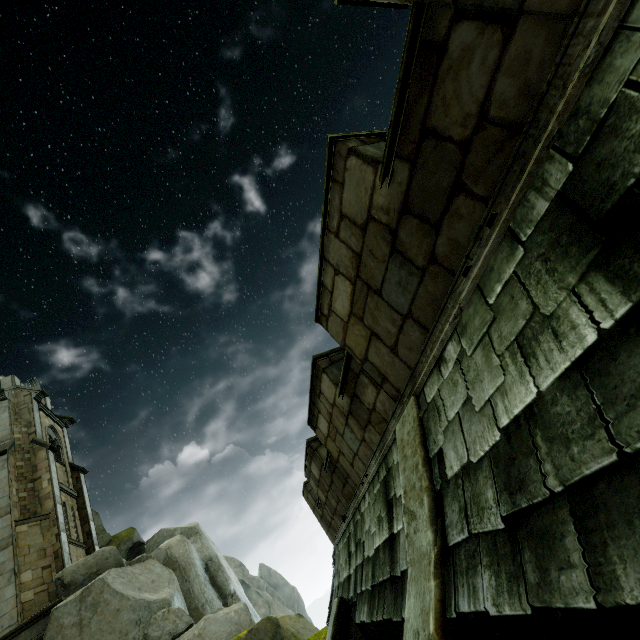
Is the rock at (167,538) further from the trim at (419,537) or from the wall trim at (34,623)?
the trim at (419,537)

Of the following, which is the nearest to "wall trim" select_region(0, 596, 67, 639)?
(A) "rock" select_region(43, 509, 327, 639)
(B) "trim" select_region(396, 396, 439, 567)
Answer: (A) "rock" select_region(43, 509, 327, 639)

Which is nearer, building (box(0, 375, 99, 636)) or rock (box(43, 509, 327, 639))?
rock (box(43, 509, 327, 639))

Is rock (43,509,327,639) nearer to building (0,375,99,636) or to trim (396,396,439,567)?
building (0,375,99,636)

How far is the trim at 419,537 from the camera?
2.6m

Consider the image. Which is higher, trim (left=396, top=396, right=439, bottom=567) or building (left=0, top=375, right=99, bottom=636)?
building (left=0, top=375, right=99, bottom=636)

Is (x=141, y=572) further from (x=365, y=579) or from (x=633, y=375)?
(x=633, y=375)

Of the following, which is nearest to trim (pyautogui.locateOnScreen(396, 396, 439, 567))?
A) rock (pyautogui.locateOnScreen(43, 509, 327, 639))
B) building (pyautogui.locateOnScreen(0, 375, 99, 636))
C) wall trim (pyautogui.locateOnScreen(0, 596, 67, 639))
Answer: rock (pyautogui.locateOnScreen(43, 509, 327, 639))
